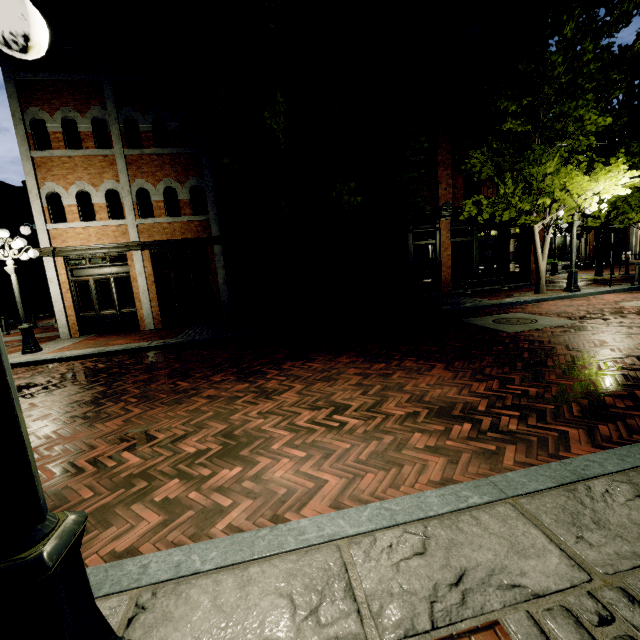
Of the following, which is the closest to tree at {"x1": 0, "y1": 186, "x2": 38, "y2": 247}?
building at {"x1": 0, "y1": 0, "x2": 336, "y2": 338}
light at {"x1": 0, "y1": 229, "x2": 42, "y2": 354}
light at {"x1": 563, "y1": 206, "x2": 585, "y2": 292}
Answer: light at {"x1": 563, "y1": 206, "x2": 585, "y2": 292}

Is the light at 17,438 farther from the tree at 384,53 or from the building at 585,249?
the building at 585,249

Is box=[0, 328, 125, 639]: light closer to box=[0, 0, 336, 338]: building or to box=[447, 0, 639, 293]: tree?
box=[447, 0, 639, 293]: tree

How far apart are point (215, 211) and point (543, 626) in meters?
13.6

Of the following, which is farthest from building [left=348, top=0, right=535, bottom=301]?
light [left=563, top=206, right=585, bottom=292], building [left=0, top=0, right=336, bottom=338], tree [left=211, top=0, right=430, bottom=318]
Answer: light [left=563, top=206, right=585, bottom=292]

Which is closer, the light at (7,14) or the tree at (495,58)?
the light at (7,14)

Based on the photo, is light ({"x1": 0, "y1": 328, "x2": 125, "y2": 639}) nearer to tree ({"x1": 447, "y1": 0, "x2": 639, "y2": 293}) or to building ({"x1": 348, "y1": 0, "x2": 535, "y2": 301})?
tree ({"x1": 447, "y1": 0, "x2": 639, "y2": 293})

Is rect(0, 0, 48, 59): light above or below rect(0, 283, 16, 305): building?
above
